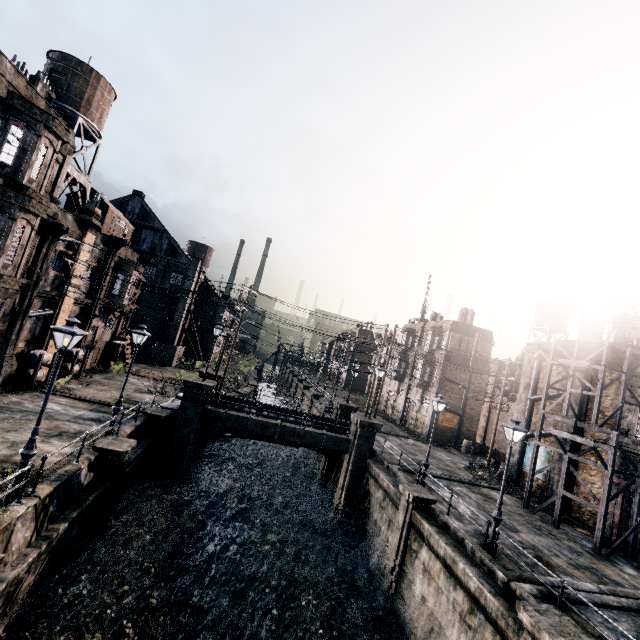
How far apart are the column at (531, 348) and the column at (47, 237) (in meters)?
36.11

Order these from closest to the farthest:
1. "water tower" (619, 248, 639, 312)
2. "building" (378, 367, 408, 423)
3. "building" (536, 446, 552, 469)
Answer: "building" (536, 446, 552, 469) < "water tower" (619, 248, 639, 312) < "building" (378, 367, 408, 423)

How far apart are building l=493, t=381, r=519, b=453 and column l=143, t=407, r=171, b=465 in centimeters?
3720cm

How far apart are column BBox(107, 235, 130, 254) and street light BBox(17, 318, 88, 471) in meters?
18.8 m

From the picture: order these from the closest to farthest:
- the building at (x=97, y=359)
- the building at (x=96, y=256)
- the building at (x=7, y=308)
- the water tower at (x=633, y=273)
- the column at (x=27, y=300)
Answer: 1. the building at (x=7, y=308)
2. the column at (x=27, y=300)
3. the building at (x=96, y=256)
4. the water tower at (x=633, y=273)
5. the building at (x=97, y=359)

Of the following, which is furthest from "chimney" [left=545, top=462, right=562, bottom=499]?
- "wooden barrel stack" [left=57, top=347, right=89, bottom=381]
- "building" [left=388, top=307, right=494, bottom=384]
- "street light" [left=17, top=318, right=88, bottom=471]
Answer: "wooden barrel stack" [left=57, top=347, right=89, bottom=381]

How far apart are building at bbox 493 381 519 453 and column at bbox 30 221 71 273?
45.94m

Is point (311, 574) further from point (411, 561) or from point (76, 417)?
point (76, 417)
